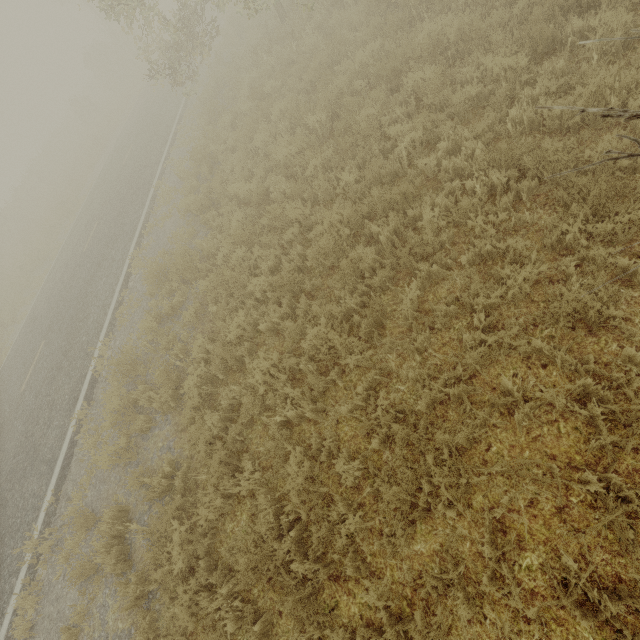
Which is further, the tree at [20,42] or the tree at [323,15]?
the tree at [20,42]

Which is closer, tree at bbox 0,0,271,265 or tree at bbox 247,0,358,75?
tree at bbox 247,0,358,75

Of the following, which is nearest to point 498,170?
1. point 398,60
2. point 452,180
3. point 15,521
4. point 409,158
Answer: point 452,180

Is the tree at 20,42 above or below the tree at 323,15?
above

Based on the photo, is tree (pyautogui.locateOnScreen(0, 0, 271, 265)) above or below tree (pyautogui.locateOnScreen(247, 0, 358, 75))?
above
